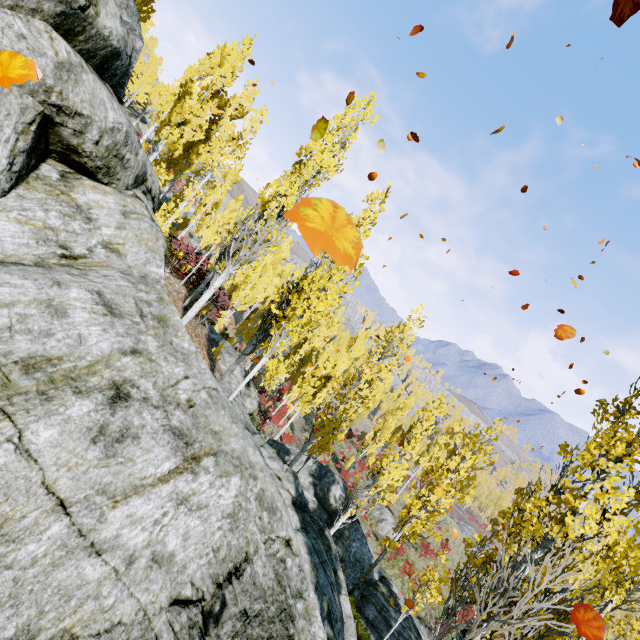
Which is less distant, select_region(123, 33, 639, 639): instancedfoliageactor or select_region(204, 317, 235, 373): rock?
select_region(123, 33, 639, 639): instancedfoliageactor

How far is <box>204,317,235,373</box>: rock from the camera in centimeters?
1459cm

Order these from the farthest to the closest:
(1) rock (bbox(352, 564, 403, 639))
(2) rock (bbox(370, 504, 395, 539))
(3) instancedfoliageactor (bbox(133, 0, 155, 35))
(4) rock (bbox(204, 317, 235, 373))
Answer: (2) rock (bbox(370, 504, 395, 539)) < (4) rock (bbox(204, 317, 235, 373)) < (1) rock (bbox(352, 564, 403, 639)) < (3) instancedfoliageactor (bbox(133, 0, 155, 35))

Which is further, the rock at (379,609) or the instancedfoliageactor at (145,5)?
the rock at (379,609)

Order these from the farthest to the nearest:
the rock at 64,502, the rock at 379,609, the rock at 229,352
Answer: the rock at 229,352 < the rock at 379,609 < the rock at 64,502

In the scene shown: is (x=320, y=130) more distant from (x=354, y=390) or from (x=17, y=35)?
(x=354, y=390)

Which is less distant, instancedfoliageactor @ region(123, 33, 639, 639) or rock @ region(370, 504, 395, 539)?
instancedfoliageactor @ region(123, 33, 639, 639)

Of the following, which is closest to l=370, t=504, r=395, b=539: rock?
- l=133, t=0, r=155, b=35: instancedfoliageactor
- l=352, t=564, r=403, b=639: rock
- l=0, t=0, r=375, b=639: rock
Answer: l=133, t=0, r=155, b=35: instancedfoliageactor
